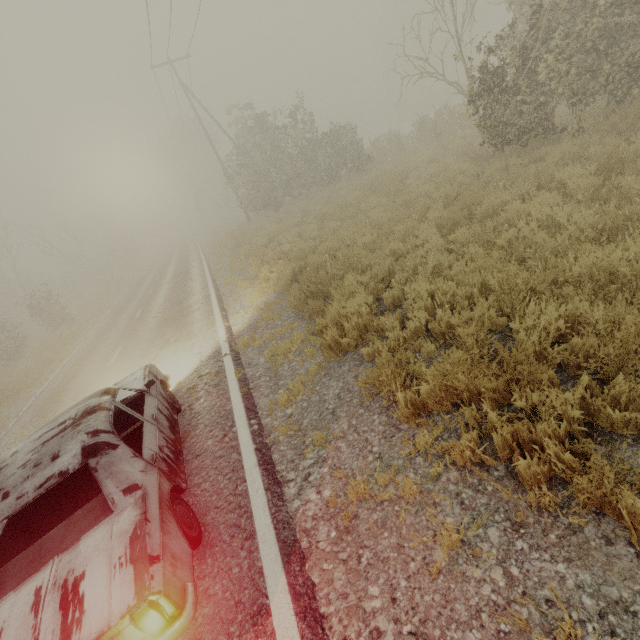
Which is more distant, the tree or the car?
the tree

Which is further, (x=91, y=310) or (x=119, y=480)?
(x=91, y=310)

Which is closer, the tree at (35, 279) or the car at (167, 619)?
the car at (167, 619)
